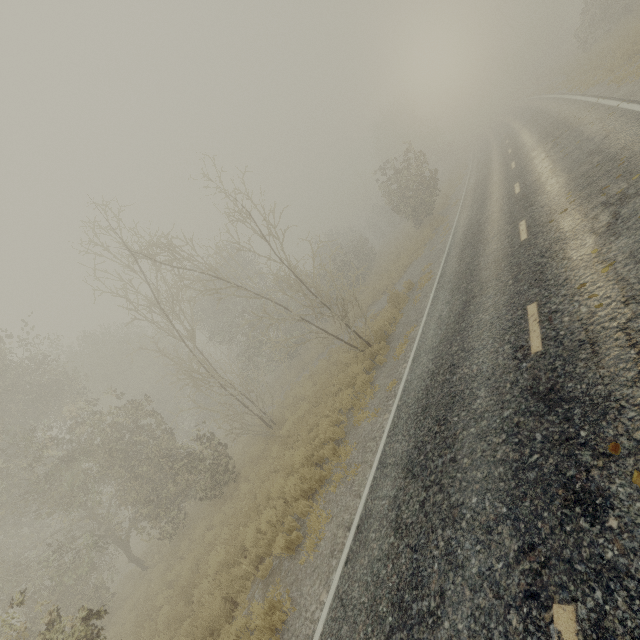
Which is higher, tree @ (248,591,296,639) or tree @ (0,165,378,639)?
tree @ (0,165,378,639)

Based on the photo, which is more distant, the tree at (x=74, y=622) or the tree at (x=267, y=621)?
the tree at (x=74, y=622)

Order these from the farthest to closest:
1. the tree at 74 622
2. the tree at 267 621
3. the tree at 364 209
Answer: the tree at 364 209
the tree at 74 622
the tree at 267 621

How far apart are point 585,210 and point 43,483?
19.9m

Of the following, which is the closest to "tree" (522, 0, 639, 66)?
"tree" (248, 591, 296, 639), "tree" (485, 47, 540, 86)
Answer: "tree" (248, 591, 296, 639)

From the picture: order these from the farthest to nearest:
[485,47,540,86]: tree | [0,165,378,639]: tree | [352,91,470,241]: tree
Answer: [485,47,540,86]: tree → [352,91,470,241]: tree → [0,165,378,639]: tree

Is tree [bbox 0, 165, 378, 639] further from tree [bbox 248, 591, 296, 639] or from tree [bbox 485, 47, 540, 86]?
tree [bbox 485, 47, 540, 86]
